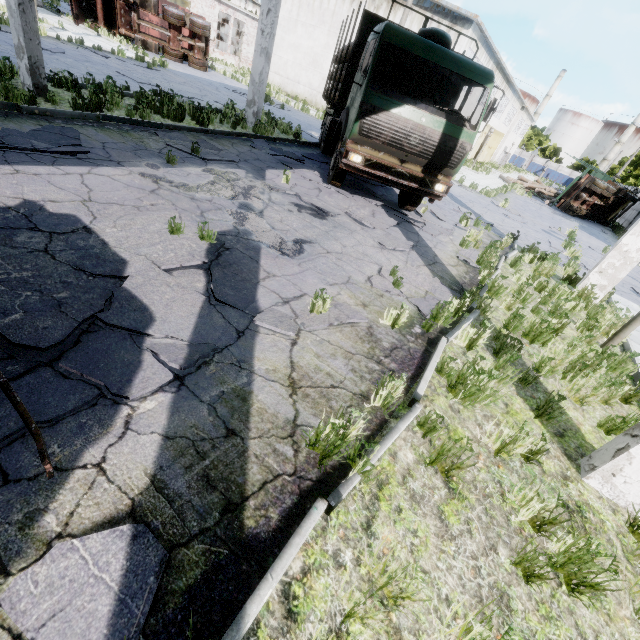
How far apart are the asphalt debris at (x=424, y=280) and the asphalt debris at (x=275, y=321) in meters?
1.0 m

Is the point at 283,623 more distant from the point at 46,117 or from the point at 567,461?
the point at 46,117

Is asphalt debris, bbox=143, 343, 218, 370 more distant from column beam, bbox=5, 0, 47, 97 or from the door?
the door

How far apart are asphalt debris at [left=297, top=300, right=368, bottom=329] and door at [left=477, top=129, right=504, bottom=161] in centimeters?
4713cm

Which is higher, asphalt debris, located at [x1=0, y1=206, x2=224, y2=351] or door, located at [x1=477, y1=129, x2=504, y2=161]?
door, located at [x1=477, y1=129, x2=504, y2=161]

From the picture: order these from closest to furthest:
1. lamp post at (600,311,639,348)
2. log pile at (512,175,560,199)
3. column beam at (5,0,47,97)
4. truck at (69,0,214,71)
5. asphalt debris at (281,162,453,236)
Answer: lamp post at (600,311,639,348), column beam at (5,0,47,97), asphalt debris at (281,162,453,236), truck at (69,0,214,71), log pile at (512,175,560,199)

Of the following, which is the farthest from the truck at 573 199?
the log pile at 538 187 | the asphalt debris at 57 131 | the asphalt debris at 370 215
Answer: the asphalt debris at 57 131
